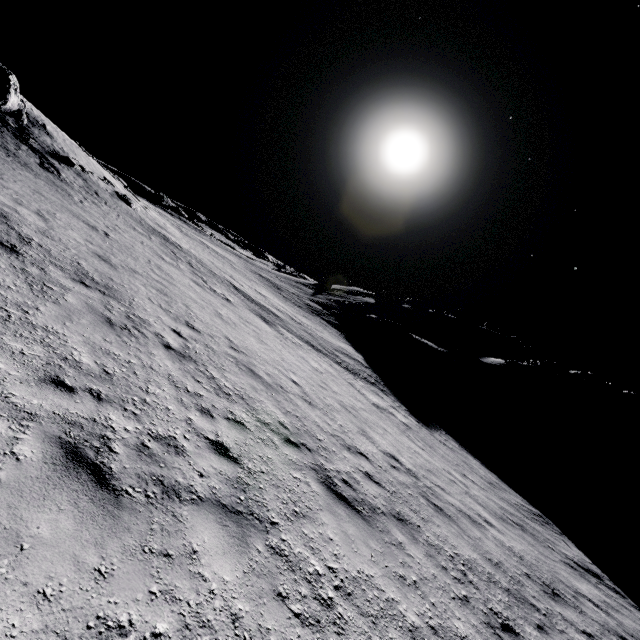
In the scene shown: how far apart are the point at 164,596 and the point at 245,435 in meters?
3.1

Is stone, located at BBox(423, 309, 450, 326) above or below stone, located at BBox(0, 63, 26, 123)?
above

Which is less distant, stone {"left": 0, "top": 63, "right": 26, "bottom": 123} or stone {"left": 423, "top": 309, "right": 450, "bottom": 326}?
stone {"left": 0, "top": 63, "right": 26, "bottom": 123}

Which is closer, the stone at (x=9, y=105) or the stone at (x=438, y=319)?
the stone at (x=9, y=105)

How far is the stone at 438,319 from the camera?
52.5m

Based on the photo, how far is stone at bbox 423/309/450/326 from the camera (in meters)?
52.50
